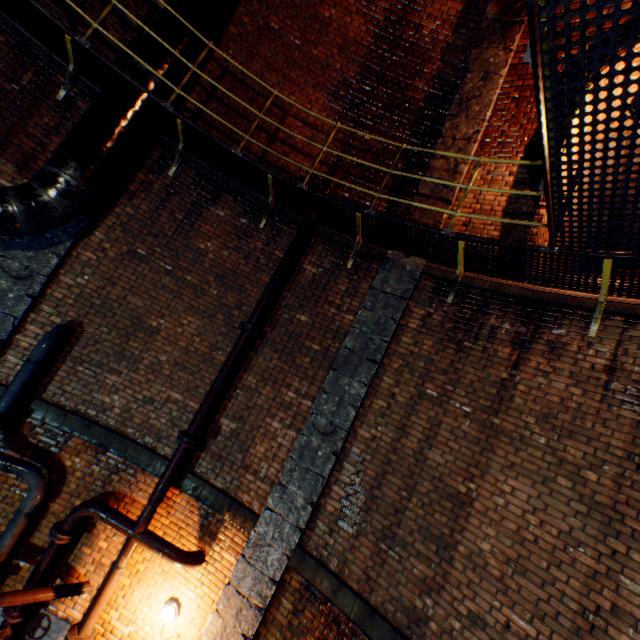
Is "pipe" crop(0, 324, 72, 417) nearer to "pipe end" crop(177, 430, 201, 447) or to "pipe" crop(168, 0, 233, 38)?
"pipe" crop(168, 0, 233, 38)

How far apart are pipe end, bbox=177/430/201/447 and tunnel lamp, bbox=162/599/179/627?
2.3m

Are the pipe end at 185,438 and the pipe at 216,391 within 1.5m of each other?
yes

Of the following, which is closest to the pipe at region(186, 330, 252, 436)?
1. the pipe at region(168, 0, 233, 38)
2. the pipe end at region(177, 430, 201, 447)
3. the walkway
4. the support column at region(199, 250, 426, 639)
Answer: the pipe end at region(177, 430, 201, 447)

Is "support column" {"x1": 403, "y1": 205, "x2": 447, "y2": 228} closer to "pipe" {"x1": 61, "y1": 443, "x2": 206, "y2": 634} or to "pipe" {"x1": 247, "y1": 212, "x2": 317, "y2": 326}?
"pipe" {"x1": 247, "y1": 212, "x2": 317, "y2": 326}

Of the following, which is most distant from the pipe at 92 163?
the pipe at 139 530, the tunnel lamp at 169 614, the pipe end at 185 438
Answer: the tunnel lamp at 169 614

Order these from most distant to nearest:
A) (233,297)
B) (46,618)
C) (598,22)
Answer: (233,297) < (46,618) < (598,22)

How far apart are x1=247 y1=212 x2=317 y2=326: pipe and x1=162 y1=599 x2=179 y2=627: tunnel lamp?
4.37m
